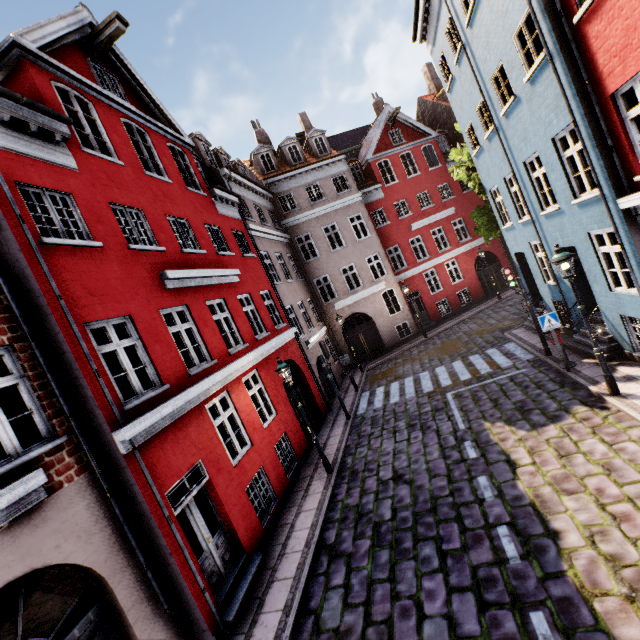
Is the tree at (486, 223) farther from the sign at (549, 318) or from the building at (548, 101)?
the sign at (549, 318)

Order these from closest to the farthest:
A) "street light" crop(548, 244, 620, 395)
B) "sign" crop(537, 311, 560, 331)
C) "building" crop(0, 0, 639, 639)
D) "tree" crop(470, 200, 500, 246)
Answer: "building" crop(0, 0, 639, 639) → "street light" crop(548, 244, 620, 395) → "sign" crop(537, 311, 560, 331) → "tree" crop(470, 200, 500, 246)

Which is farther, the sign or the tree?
the tree

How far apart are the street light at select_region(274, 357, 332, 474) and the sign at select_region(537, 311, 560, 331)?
7.7m

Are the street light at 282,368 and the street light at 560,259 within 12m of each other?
yes

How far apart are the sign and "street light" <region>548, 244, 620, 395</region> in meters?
1.8 m

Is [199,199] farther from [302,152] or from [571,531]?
[571,531]

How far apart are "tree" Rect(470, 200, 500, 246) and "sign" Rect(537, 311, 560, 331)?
8.9 meters
